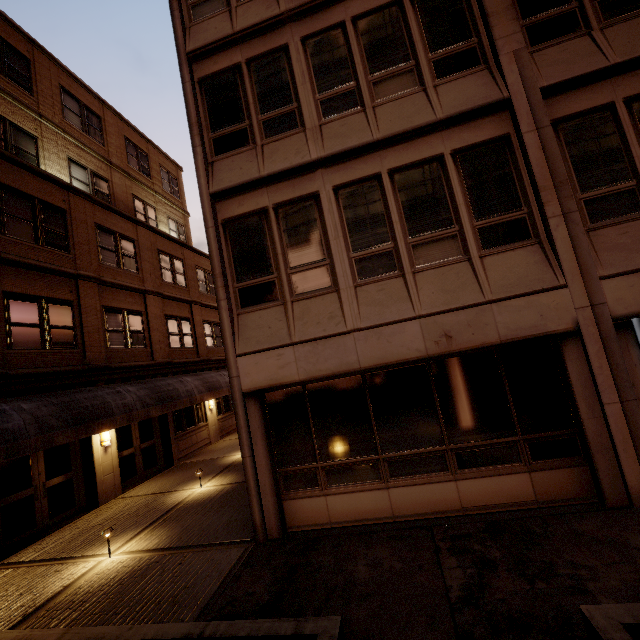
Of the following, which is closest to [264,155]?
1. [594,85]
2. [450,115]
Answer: [450,115]

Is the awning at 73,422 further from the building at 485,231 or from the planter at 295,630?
the building at 485,231

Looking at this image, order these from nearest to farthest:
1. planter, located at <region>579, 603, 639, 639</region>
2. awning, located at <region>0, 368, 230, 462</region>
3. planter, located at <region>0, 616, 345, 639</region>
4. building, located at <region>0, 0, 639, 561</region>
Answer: planter, located at <region>579, 603, 639, 639</region> → planter, located at <region>0, 616, 345, 639</region> → building, located at <region>0, 0, 639, 561</region> → awning, located at <region>0, 368, 230, 462</region>

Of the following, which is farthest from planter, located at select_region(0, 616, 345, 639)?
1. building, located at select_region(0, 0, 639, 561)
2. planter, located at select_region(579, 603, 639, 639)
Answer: building, located at select_region(0, 0, 639, 561)

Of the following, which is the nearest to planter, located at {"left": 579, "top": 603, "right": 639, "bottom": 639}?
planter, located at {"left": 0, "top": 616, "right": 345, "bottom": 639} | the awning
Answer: planter, located at {"left": 0, "top": 616, "right": 345, "bottom": 639}

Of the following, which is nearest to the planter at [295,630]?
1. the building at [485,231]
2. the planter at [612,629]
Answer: the planter at [612,629]

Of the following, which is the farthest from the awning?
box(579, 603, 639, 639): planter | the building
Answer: box(579, 603, 639, 639): planter
